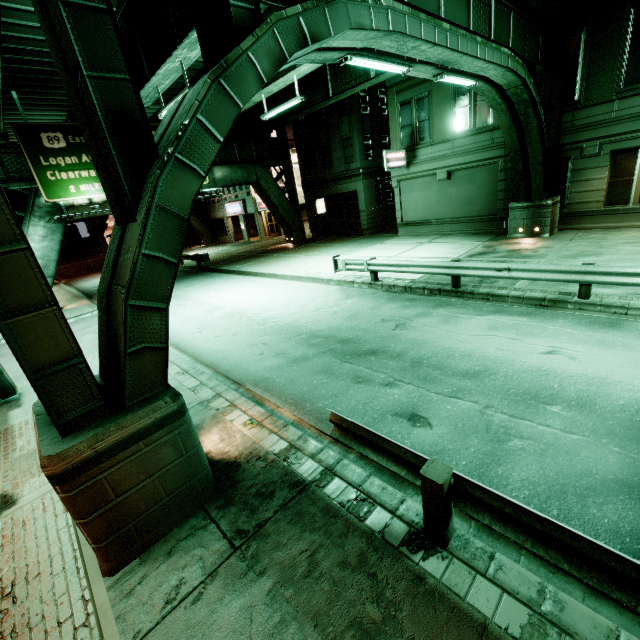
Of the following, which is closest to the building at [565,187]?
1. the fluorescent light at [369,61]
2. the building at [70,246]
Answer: the fluorescent light at [369,61]

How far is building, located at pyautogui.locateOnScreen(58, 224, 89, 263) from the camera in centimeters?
5678cm

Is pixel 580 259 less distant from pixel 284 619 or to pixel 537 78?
pixel 537 78

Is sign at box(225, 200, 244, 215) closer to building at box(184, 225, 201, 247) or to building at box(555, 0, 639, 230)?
building at box(184, 225, 201, 247)

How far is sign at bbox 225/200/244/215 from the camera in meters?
35.3

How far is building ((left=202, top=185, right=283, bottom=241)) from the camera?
34.99m

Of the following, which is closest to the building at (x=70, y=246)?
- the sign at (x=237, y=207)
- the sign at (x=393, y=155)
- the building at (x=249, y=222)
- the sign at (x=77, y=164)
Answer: the building at (x=249, y=222)

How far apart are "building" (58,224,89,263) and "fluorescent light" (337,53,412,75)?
67.5m
